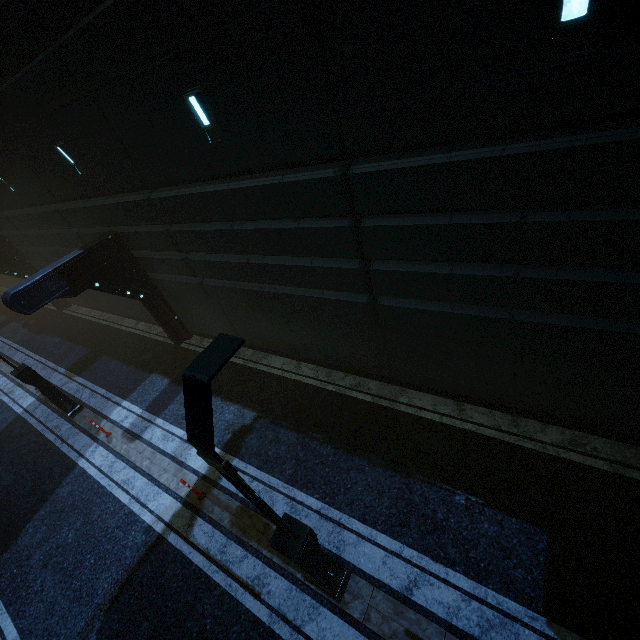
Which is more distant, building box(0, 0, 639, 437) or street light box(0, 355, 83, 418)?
street light box(0, 355, 83, 418)

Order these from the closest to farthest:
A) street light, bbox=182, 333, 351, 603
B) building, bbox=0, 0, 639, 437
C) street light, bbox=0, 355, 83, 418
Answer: street light, bbox=182, 333, 351, 603
building, bbox=0, 0, 639, 437
street light, bbox=0, 355, 83, 418

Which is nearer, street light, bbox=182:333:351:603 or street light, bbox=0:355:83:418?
street light, bbox=182:333:351:603

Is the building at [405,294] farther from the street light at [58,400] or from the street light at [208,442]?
the street light at [208,442]

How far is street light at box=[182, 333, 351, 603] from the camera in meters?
2.9 m

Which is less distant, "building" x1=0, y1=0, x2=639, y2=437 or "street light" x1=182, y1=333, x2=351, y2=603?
"street light" x1=182, y1=333, x2=351, y2=603

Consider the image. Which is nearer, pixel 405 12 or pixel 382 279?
pixel 405 12

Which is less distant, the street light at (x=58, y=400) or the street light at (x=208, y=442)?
the street light at (x=208, y=442)
